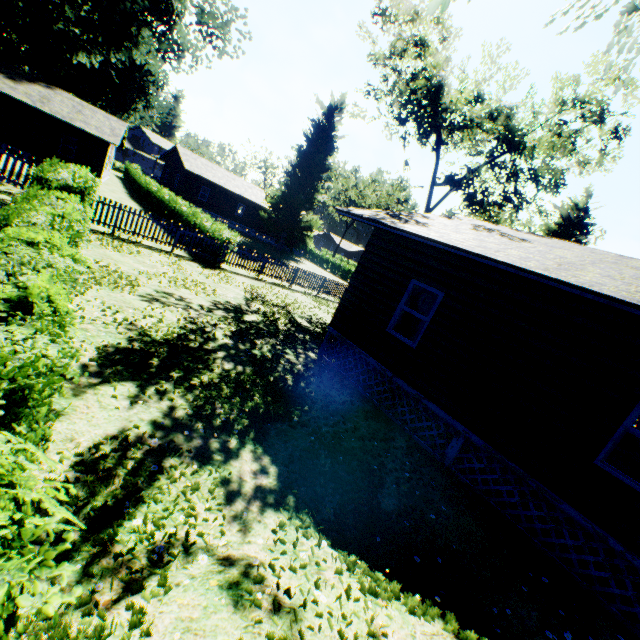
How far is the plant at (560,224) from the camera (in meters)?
26.24

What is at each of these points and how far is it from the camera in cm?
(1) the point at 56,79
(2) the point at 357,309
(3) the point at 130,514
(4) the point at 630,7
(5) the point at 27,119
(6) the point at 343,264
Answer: (1) plant, 3881
(2) house, 986
(3) plant, 338
(4) plant, 534
(5) house, 2428
(6) hedge, 4616

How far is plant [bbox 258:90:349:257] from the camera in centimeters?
3944cm

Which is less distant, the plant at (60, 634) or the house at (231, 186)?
the plant at (60, 634)

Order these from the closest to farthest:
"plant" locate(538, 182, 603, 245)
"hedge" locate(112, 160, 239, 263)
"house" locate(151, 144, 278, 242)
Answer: "hedge" locate(112, 160, 239, 263), "plant" locate(538, 182, 603, 245), "house" locate(151, 144, 278, 242)

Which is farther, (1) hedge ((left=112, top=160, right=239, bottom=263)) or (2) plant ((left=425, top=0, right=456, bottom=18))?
(1) hedge ((left=112, top=160, right=239, bottom=263))

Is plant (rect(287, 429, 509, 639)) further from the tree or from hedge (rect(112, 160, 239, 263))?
the tree

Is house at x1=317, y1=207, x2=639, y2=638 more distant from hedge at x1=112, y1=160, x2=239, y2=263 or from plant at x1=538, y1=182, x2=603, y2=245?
hedge at x1=112, y1=160, x2=239, y2=263
